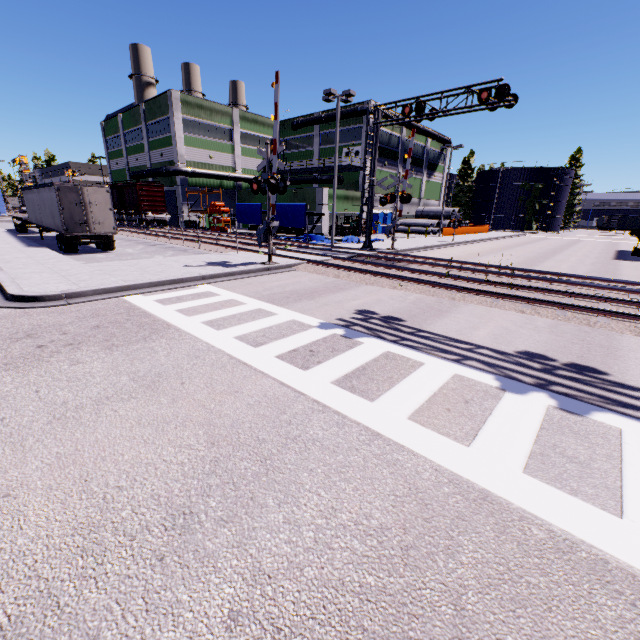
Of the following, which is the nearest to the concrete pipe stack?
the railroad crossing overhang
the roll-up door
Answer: the railroad crossing overhang

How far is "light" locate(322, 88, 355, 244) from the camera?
20.7 meters

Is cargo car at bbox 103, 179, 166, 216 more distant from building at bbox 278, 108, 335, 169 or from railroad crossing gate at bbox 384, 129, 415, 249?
railroad crossing gate at bbox 384, 129, 415, 249

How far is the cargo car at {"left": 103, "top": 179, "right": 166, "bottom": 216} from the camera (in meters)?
36.28

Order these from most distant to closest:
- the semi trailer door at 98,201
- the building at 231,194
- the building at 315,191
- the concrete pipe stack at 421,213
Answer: the concrete pipe stack at 421,213 → the building at 231,194 → the building at 315,191 → the semi trailer door at 98,201

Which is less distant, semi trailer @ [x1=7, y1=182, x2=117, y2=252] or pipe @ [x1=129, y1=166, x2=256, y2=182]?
semi trailer @ [x1=7, y1=182, x2=117, y2=252]

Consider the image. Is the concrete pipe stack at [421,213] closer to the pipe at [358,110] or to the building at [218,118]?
the building at [218,118]

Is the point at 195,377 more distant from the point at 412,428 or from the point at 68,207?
the point at 68,207
